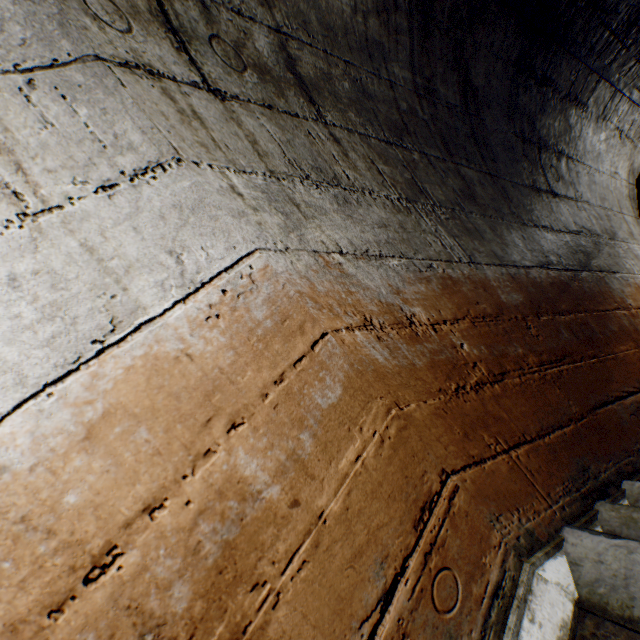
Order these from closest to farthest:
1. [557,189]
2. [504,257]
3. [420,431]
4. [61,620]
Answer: [61,620] → [420,431] → [504,257] → [557,189]
